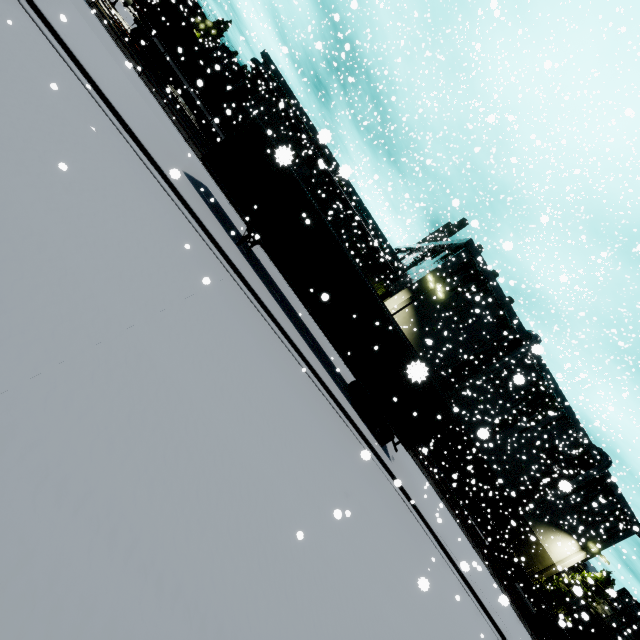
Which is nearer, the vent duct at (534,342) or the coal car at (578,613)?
the coal car at (578,613)

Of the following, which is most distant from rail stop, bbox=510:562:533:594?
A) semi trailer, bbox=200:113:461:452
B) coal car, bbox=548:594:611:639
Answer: semi trailer, bbox=200:113:461:452

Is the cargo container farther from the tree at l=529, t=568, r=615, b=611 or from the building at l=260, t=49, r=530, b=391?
the tree at l=529, t=568, r=615, b=611

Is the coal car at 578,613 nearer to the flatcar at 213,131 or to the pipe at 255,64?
the flatcar at 213,131

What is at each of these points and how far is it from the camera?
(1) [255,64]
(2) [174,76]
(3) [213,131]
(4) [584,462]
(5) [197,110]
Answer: (1) pipe, 36.9m
(2) flatcar, 22.7m
(3) flatcar, 23.3m
(4) tree, 37.2m
(5) flatcar, 23.1m

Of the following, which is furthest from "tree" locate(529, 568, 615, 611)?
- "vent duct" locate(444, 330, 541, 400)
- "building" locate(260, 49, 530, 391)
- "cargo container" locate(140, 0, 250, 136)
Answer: "cargo container" locate(140, 0, 250, 136)

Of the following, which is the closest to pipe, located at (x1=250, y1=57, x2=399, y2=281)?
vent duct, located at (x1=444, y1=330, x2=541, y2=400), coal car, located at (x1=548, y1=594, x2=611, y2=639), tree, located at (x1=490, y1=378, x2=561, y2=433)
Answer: vent duct, located at (x1=444, y1=330, x2=541, y2=400)

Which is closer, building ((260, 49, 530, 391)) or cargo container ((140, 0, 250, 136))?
cargo container ((140, 0, 250, 136))
